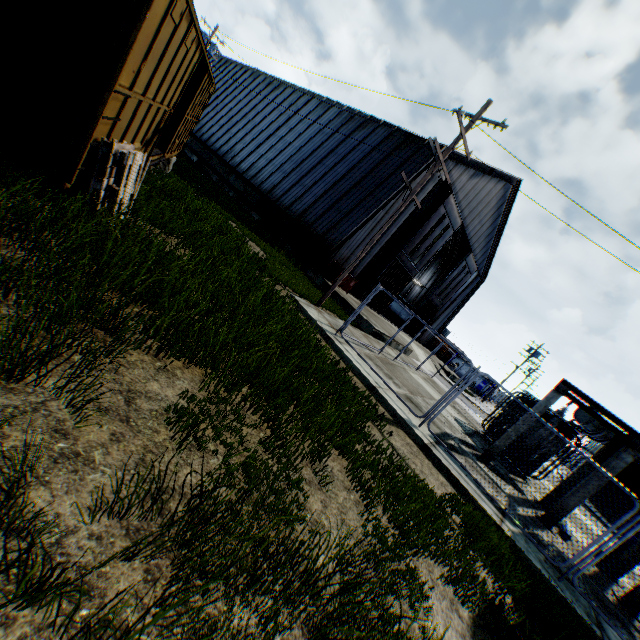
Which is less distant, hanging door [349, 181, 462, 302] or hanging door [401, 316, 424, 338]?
hanging door [349, 181, 462, 302]

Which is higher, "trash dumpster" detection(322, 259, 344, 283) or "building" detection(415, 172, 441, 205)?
"building" detection(415, 172, 441, 205)

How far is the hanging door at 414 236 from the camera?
24.1 meters

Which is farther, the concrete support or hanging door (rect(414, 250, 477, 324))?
hanging door (rect(414, 250, 477, 324))

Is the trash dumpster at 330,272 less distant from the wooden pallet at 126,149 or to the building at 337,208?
the building at 337,208

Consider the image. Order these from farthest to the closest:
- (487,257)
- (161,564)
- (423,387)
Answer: (487,257), (423,387), (161,564)

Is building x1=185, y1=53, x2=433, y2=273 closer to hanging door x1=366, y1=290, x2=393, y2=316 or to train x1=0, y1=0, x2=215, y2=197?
hanging door x1=366, y1=290, x2=393, y2=316

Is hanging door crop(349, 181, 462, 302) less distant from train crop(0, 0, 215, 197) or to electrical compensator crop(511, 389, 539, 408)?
electrical compensator crop(511, 389, 539, 408)
